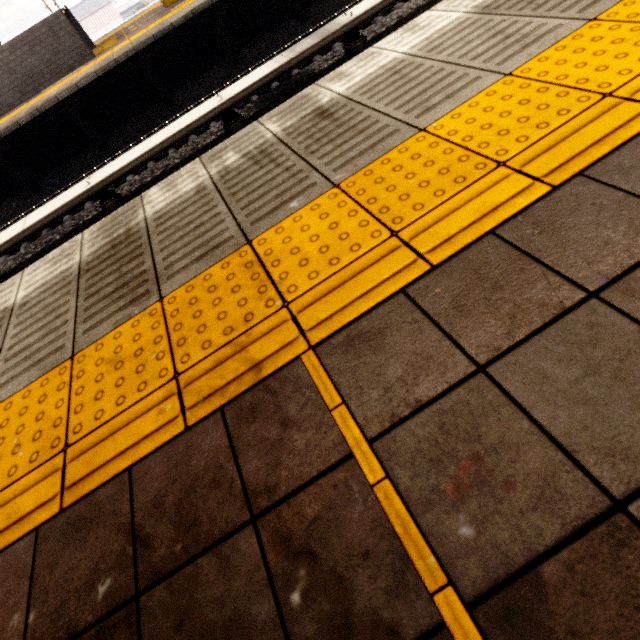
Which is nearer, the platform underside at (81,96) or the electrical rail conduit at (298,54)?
the electrical rail conduit at (298,54)

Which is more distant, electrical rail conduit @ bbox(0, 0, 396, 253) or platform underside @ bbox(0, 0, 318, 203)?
platform underside @ bbox(0, 0, 318, 203)

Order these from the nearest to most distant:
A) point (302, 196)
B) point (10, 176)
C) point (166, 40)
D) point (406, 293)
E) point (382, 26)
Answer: point (406, 293)
point (302, 196)
point (382, 26)
point (166, 40)
point (10, 176)
